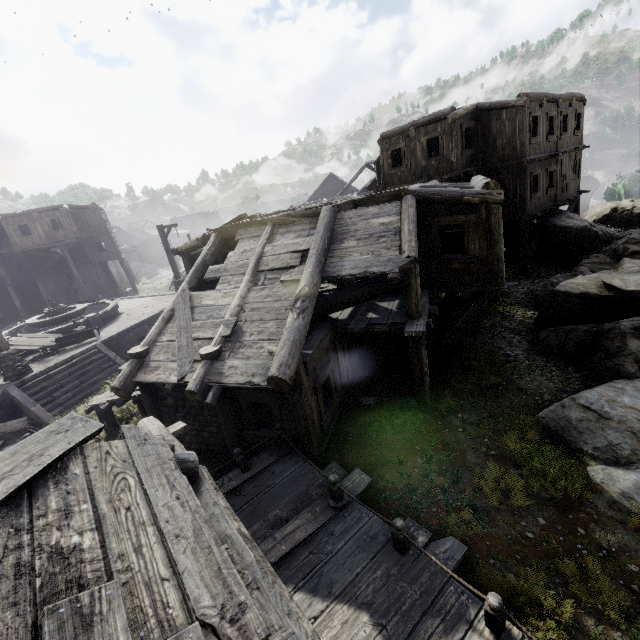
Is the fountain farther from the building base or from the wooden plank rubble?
the wooden plank rubble

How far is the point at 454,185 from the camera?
10.9 meters

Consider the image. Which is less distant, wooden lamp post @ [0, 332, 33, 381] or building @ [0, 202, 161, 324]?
wooden lamp post @ [0, 332, 33, 381]

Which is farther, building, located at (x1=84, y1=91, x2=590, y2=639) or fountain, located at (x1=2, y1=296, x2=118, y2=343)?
fountain, located at (x1=2, y1=296, x2=118, y2=343)

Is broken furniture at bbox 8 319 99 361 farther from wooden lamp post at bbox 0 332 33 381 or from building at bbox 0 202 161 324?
building at bbox 0 202 161 324

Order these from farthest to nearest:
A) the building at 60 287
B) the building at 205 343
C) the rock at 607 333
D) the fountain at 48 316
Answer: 1. the building at 60 287
2. the fountain at 48 316
3. the rock at 607 333
4. the building at 205 343

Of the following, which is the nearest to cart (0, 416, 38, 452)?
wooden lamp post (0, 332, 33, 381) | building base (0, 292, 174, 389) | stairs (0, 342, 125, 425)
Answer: stairs (0, 342, 125, 425)

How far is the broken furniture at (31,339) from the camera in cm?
1512
